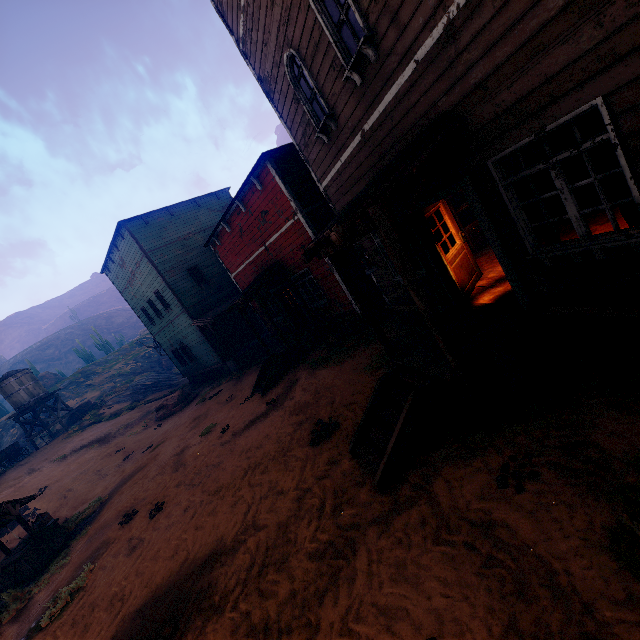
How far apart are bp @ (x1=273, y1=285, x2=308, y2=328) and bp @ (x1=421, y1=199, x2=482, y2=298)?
9.1 meters

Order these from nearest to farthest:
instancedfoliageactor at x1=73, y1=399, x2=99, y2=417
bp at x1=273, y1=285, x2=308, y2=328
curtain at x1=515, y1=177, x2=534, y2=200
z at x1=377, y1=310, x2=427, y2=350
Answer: curtain at x1=515, y1=177, x2=534, y2=200 → z at x1=377, y1=310, x2=427, y2=350 → bp at x1=273, y1=285, x2=308, y2=328 → instancedfoliageactor at x1=73, y1=399, x2=99, y2=417

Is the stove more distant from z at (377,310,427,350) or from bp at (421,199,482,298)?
bp at (421,199,482,298)

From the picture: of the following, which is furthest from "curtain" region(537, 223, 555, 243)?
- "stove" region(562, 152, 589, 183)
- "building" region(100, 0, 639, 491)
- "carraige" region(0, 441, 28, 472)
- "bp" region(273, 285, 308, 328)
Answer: "carraige" region(0, 441, 28, 472)

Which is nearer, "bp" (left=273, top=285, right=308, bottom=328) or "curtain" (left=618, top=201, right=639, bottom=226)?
"curtain" (left=618, top=201, right=639, bottom=226)

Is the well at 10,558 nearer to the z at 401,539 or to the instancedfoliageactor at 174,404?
the z at 401,539

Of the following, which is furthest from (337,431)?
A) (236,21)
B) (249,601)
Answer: (236,21)

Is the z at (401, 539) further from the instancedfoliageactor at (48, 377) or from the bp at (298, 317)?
the instancedfoliageactor at (48, 377)
